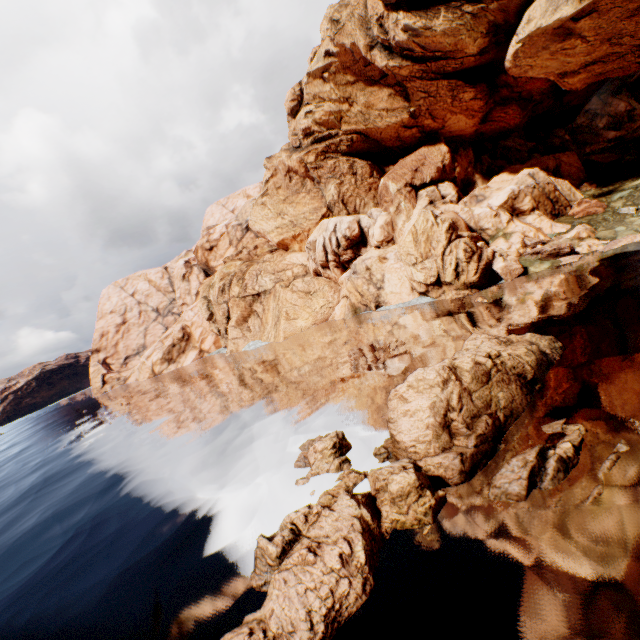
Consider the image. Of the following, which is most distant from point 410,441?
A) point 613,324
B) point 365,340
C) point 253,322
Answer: point 253,322

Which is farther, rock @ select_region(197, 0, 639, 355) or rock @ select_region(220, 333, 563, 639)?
rock @ select_region(197, 0, 639, 355)

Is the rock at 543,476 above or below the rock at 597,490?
above

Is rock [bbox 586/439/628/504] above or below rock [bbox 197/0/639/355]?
below

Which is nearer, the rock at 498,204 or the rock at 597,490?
the rock at 597,490

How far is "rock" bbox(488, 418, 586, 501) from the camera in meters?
7.9
